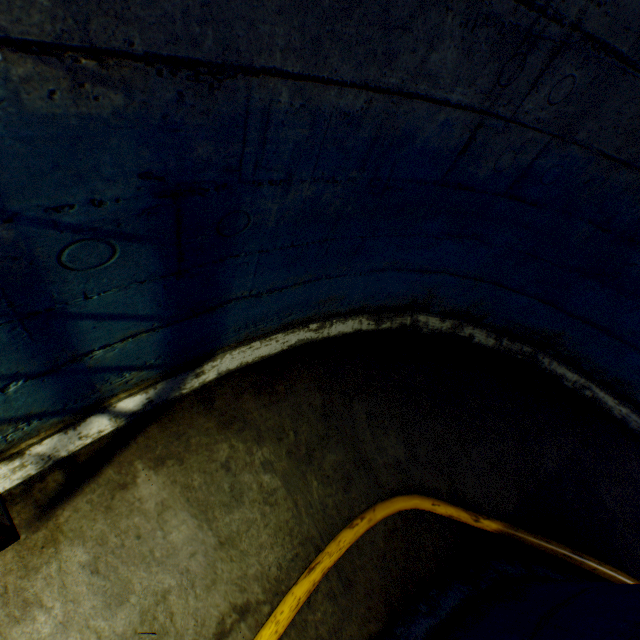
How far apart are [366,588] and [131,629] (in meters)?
1.03

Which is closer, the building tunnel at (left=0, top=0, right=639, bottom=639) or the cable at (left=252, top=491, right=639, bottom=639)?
the building tunnel at (left=0, top=0, right=639, bottom=639)

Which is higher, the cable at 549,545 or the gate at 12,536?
the gate at 12,536

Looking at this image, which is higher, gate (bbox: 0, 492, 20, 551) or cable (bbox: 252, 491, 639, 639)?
gate (bbox: 0, 492, 20, 551)

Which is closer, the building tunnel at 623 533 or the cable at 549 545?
the building tunnel at 623 533
